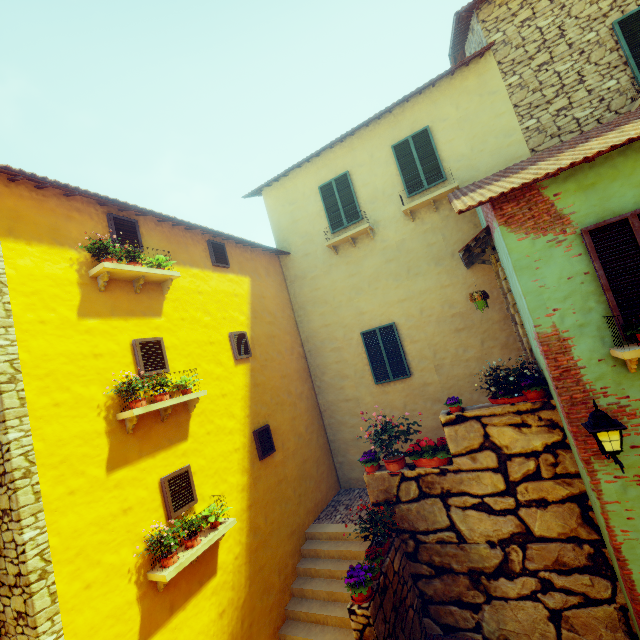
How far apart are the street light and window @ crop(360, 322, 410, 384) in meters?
4.8 m

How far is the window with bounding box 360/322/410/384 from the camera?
9.4 meters

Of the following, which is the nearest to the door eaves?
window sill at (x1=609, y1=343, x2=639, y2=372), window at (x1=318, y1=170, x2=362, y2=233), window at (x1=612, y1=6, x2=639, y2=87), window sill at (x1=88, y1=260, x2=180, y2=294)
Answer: window sill at (x1=609, y1=343, x2=639, y2=372)

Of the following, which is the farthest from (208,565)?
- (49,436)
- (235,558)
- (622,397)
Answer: (622,397)

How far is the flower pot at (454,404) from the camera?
6.33m

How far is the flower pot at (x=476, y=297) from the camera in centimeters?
657cm

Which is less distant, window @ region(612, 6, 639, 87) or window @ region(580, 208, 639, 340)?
window @ region(580, 208, 639, 340)

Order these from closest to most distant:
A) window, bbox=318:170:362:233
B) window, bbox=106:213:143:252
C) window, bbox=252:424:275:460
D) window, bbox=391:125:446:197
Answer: window, bbox=106:213:143:252
window, bbox=252:424:275:460
window, bbox=391:125:446:197
window, bbox=318:170:362:233
